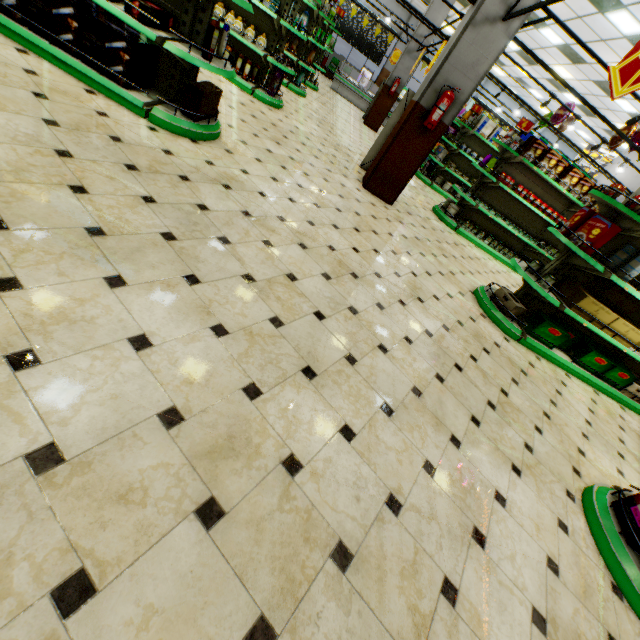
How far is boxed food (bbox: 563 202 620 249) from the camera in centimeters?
384cm

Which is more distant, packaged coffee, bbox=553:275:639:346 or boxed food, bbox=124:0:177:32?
packaged coffee, bbox=553:275:639:346

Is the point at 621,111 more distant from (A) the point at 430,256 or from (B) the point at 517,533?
(B) the point at 517,533

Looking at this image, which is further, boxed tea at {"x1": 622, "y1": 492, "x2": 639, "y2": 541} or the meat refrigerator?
the meat refrigerator

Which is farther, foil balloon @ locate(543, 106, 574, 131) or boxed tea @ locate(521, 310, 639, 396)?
foil balloon @ locate(543, 106, 574, 131)

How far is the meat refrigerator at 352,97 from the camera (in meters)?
16.44

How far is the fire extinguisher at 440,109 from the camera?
5.0m

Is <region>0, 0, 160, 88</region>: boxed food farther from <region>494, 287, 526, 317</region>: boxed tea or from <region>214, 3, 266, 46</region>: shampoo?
<region>494, 287, 526, 317</region>: boxed tea
